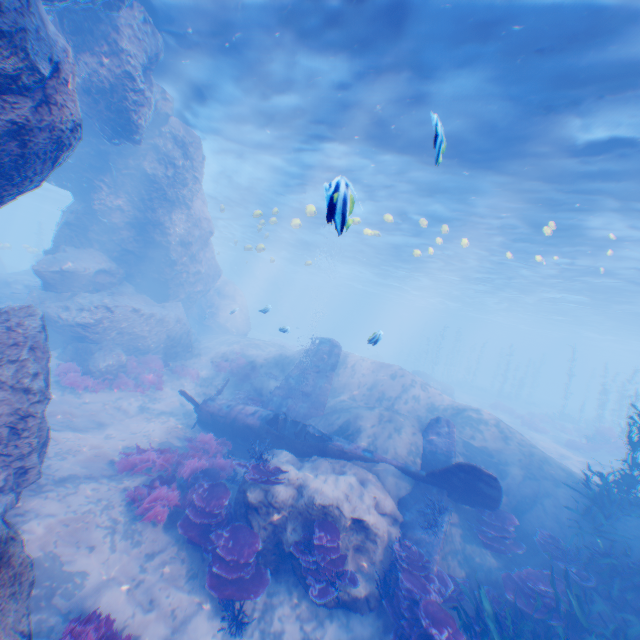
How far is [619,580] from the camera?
7.4m

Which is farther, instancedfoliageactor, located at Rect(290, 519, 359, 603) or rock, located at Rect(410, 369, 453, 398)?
rock, located at Rect(410, 369, 453, 398)

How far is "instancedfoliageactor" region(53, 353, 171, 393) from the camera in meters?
12.9 m

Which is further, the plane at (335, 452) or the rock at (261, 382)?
the rock at (261, 382)

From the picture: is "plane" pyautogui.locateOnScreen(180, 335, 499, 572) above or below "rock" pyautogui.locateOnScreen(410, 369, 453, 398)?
below

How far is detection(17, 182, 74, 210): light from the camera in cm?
4178

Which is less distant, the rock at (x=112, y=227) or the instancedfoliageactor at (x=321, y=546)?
the rock at (x=112, y=227)

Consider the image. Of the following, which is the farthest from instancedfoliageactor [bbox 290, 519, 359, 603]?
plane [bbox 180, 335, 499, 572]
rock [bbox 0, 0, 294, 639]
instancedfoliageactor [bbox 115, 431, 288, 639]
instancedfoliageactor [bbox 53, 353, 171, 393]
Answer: instancedfoliageactor [bbox 53, 353, 171, 393]
